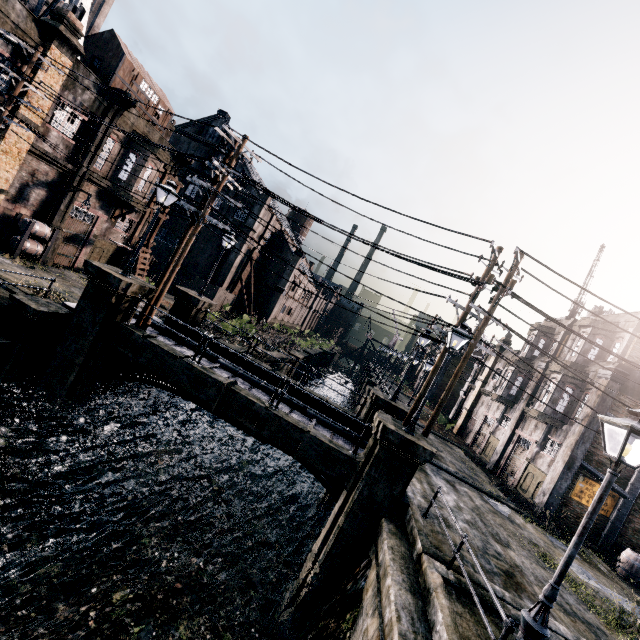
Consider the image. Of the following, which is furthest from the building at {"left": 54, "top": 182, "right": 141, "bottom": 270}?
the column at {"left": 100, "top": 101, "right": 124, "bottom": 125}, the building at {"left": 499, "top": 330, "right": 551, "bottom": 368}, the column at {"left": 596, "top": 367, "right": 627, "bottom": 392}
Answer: the column at {"left": 596, "top": 367, "right": 627, "bottom": 392}

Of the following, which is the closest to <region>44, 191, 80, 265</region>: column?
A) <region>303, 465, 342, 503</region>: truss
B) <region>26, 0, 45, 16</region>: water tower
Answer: <region>26, 0, 45, 16</region>: water tower

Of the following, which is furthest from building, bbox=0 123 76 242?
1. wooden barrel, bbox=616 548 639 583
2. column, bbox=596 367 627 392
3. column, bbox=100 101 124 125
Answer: wooden barrel, bbox=616 548 639 583

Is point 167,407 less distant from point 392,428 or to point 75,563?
point 75,563

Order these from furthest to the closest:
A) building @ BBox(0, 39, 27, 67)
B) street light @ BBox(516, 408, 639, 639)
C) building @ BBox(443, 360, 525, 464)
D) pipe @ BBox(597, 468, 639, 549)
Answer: building @ BBox(443, 360, 525, 464) < pipe @ BBox(597, 468, 639, 549) < building @ BBox(0, 39, 27, 67) < street light @ BBox(516, 408, 639, 639)

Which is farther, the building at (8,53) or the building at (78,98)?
the building at (78,98)

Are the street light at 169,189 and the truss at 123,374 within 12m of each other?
yes

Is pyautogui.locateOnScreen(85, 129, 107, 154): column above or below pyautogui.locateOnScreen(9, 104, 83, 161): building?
above
